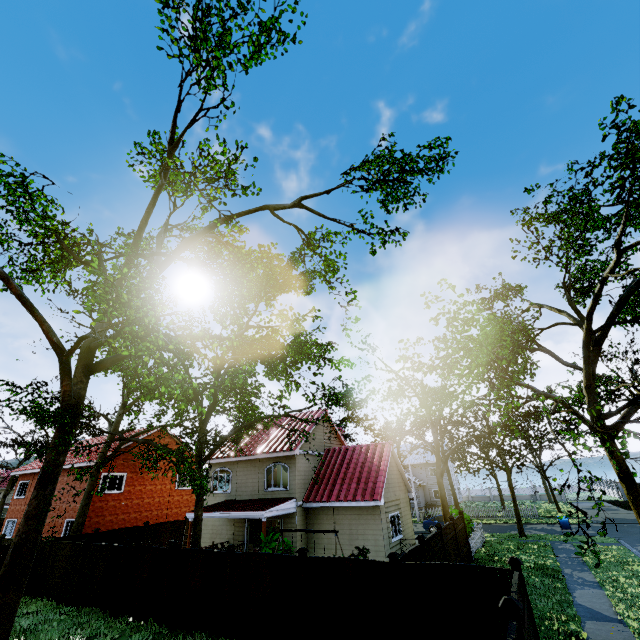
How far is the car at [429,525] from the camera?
28.1m

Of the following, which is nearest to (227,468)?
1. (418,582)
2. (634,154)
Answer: (418,582)

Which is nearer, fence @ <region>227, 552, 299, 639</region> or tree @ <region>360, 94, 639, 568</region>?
tree @ <region>360, 94, 639, 568</region>

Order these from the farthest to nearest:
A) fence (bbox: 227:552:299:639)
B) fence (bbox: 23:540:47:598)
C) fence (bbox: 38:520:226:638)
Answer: fence (bbox: 23:540:47:598) < fence (bbox: 38:520:226:638) < fence (bbox: 227:552:299:639)

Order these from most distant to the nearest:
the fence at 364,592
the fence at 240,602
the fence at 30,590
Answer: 1. the fence at 30,590
2. the fence at 240,602
3. the fence at 364,592

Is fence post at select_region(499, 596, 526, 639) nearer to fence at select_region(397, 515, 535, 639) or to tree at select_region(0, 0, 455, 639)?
fence at select_region(397, 515, 535, 639)

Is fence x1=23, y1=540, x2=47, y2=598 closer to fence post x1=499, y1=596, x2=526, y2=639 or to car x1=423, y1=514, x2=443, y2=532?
fence post x1=499, y1=596, x2=526, y2=639
